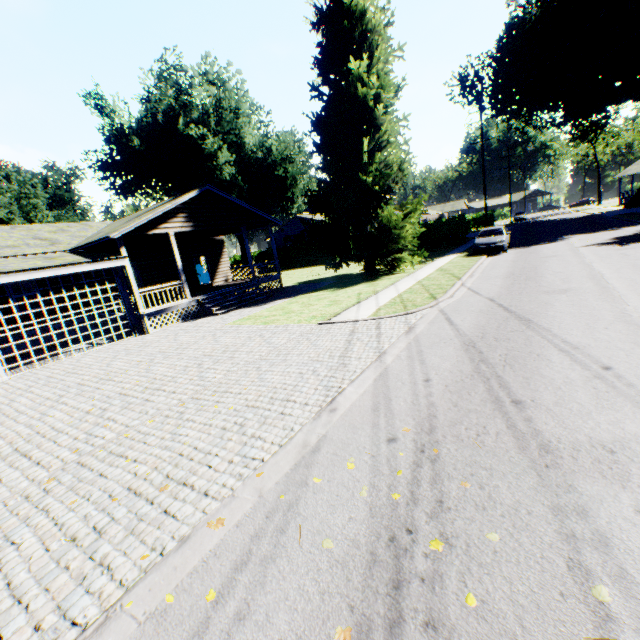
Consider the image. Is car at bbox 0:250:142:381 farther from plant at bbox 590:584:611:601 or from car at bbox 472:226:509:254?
plant at bbox 590:584:611:601

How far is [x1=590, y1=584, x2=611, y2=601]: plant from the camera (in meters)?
2.17

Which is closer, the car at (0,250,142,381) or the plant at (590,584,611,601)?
the plant at (590,584,611,601)

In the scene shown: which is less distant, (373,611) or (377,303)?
(373,611)

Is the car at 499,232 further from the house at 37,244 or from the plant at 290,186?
the house at 37,244

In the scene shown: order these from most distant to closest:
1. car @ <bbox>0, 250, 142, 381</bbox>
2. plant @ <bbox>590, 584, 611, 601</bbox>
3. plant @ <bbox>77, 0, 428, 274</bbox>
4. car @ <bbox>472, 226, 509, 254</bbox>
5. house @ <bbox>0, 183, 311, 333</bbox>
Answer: car @ <bbox>472, 226, 509, 254</bbox>
plant @ <bbox>77, 0, 428, 274</bbox>
house @ <bbox>0, 183, 311, 333</bbox>
car @ <bbox>0, 250, 142, 381</bbox>
plant @ <bbox>590, 584, 611, 601</bbox>

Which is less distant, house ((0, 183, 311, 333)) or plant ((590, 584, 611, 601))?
plant ((590, 584, 611, 601))

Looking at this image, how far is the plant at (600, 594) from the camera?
2.2m
